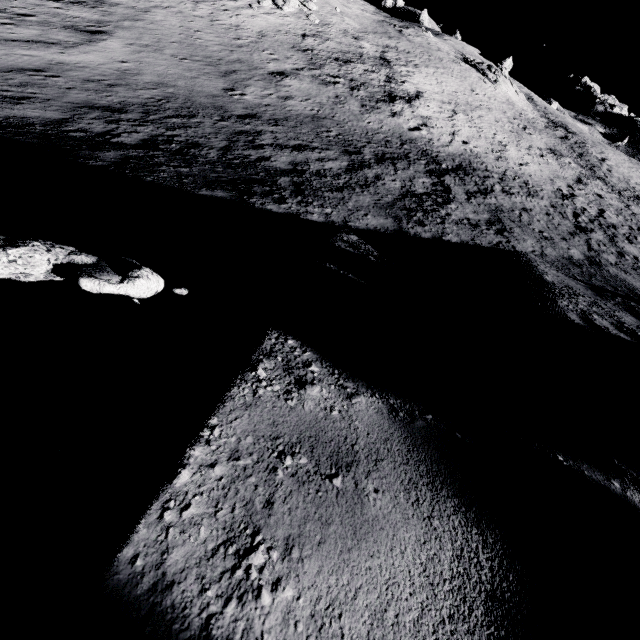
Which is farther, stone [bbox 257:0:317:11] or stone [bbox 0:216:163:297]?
stone [bbox 257:0:317:11]

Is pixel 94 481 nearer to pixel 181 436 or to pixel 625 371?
pixel 181 436

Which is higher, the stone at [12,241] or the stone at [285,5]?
the stone at [285,5]

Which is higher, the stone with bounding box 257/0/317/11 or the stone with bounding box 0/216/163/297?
the stone with bounding box 257/0/317/11

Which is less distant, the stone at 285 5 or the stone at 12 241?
the stone at 12 241
